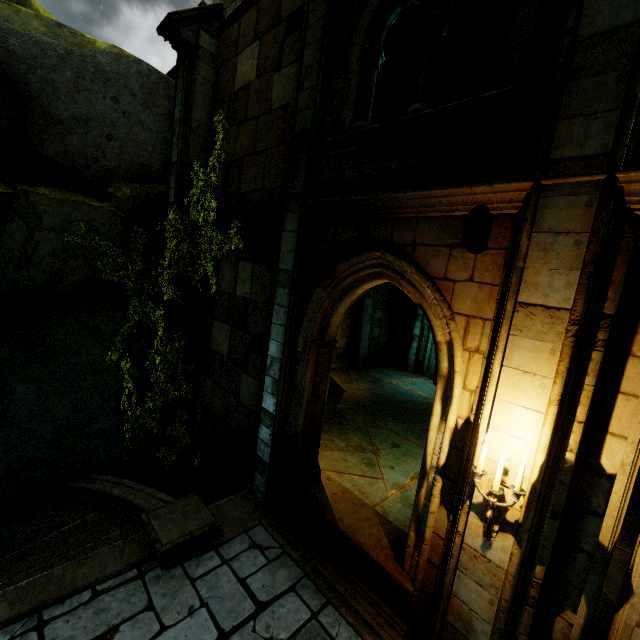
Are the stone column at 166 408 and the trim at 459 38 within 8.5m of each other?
no

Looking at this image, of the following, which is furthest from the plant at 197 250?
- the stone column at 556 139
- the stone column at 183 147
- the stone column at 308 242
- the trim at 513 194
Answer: the stone column at 556 139

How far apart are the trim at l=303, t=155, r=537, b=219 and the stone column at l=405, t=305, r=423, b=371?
11.82m

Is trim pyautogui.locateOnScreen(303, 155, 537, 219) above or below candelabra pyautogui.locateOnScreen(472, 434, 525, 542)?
above

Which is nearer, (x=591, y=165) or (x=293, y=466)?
(x=591, y=165)

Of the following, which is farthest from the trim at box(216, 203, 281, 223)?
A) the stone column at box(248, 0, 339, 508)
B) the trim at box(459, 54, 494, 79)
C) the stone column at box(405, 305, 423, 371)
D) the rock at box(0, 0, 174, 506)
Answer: the stone column at box(405, 305, 423, 371)

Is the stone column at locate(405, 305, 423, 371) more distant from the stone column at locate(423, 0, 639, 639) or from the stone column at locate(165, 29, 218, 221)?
the stone column at locate(423, 0, 639, 639)

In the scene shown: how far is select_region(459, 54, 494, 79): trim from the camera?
9.5m
